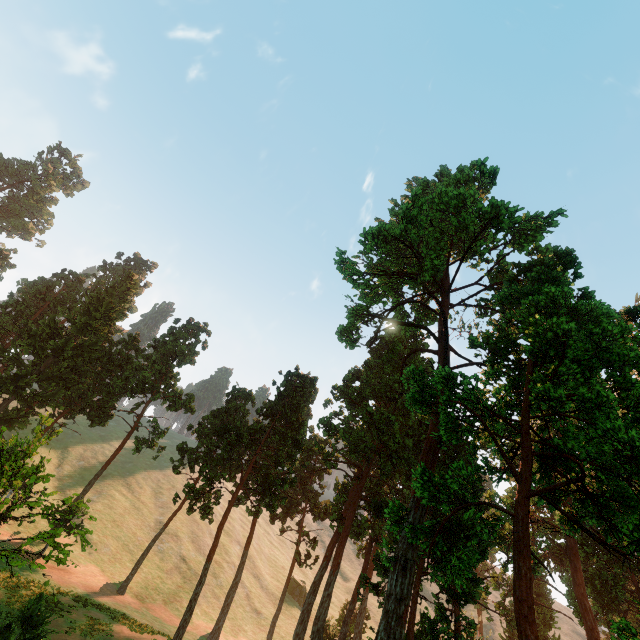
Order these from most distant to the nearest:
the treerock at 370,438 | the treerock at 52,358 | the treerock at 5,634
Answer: the treerock at 52,358, the treerock at 370,438, the treerock at 5,634

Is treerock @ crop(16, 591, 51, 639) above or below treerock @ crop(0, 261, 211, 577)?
below

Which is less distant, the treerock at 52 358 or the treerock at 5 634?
the treerock at 5 634

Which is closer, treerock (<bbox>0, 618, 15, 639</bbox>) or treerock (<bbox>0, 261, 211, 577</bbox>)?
treerock (<bbox>0, 618, 15, 639</bbox>)

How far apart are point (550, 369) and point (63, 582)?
39.78m

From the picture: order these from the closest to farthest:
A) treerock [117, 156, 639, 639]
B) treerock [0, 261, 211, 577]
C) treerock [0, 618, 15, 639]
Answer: treerock [0, 618, 15, 639] < treerock [117, 156, 639, 639] < treerock [0, 261, 211, 577]
